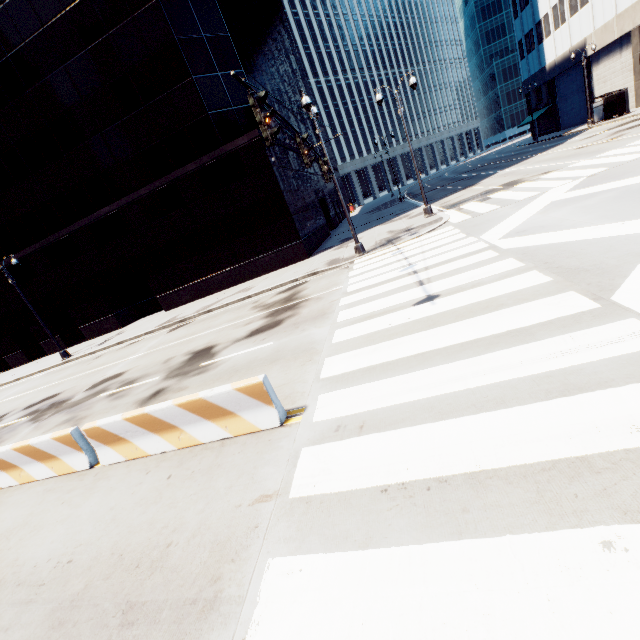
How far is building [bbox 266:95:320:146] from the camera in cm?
2707

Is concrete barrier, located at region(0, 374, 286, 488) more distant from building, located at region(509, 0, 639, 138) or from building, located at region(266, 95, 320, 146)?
building, located at region(509, 0, 639, 138)

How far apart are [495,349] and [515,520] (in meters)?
2.78

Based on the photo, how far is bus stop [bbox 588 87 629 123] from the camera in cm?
3006

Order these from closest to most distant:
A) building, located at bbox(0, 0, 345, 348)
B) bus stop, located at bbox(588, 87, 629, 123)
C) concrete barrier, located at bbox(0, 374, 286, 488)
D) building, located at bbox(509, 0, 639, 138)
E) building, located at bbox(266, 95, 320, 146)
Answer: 1. concrete barrier, located at bbox(0, 374, 286, 488)
2. building, located at bbox(0, 0, 345, 348)
3. building, located at bbox(266, 95, 320, 146)
4. bus stop, located at bbox(588, 87, 629, 123)
5. building, located at bbox(509, 0, 639, 138)

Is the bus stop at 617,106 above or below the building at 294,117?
below

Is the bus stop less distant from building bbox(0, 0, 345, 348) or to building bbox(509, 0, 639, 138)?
building bbox(509, 0, 639, 138)

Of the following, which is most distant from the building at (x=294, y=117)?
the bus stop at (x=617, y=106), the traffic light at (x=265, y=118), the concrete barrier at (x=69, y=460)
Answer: the bus stop at (x=617, y=106)
